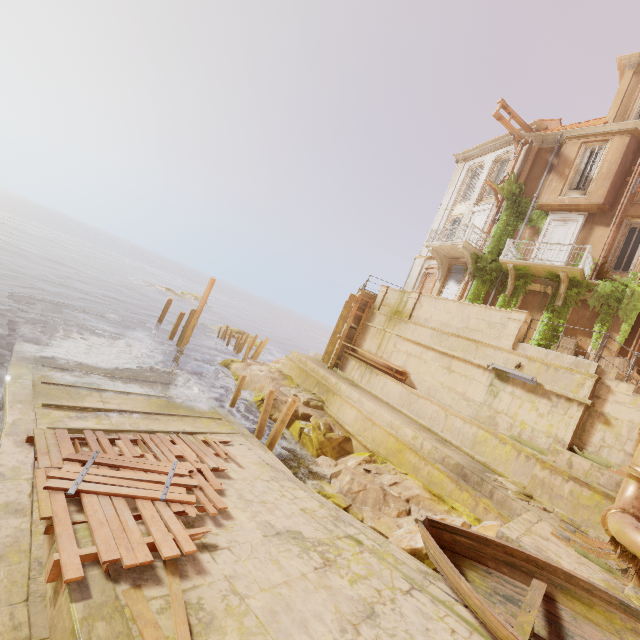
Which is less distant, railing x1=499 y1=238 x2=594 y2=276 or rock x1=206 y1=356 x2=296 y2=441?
railing x1=499 y1=238 x2=594 y2=276

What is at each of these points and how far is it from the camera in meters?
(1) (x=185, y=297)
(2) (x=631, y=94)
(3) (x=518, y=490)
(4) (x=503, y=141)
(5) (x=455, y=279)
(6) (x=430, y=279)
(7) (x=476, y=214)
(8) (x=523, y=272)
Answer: (1) rock, 56.2 m
(2) window, 16.5 m
(3) rubble, 9.3 m
(4) trim, 21.1 m
(5) shutter, 20.8 m
(6) wood, 22.9 m
(7) door, 21.1 m
(8) plant, 16.7 m

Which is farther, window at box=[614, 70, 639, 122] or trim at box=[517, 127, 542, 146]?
trim at box=[517, 127, 542, 146]

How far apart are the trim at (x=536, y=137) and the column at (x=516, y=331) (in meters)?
12.85

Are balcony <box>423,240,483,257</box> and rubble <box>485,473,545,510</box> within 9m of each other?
no

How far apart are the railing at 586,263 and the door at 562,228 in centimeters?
68cm

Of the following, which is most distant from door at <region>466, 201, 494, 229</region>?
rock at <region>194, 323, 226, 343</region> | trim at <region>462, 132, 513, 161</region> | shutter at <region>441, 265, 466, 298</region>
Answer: rock at <region>194, 323, 226, 343</region>

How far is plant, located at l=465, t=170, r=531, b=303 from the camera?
18.4 meters
